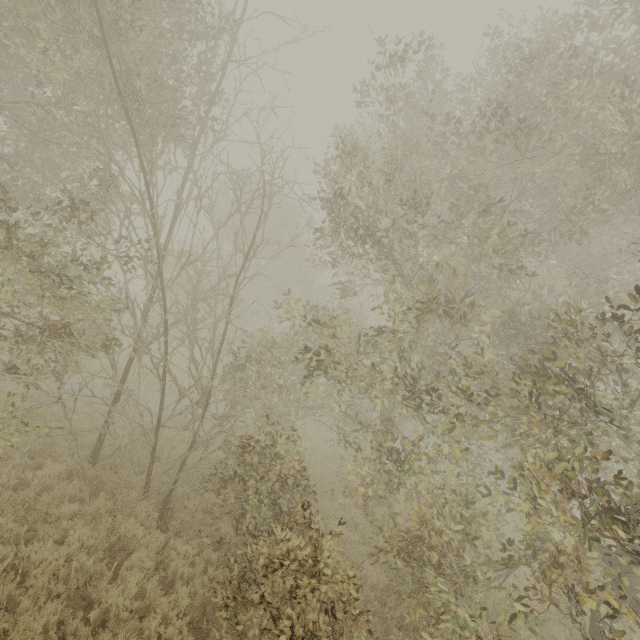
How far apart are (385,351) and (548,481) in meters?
3.2
